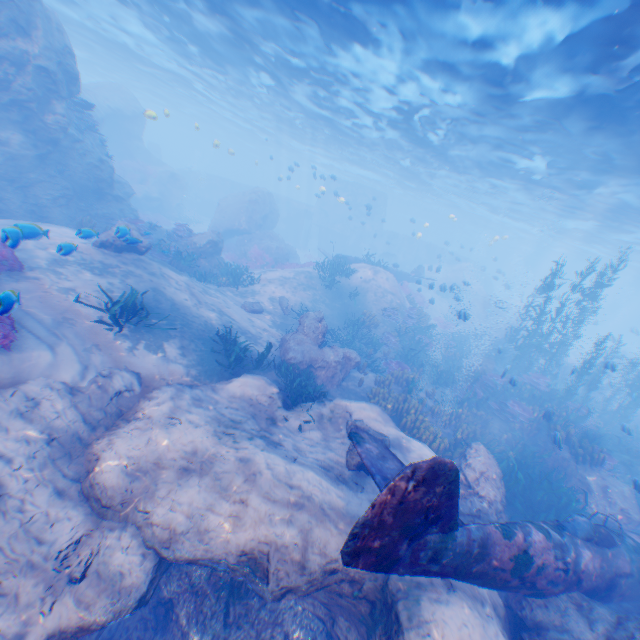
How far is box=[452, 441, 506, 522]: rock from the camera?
7.42m

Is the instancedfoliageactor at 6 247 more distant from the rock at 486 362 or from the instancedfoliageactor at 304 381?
the instancedfoliageactor at 304 381

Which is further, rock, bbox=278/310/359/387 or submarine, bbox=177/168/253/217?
submarine, bbox=177/168/253/217

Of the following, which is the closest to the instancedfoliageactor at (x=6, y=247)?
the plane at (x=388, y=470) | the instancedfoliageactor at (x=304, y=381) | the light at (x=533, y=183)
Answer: the plane at (x=388, y=470)

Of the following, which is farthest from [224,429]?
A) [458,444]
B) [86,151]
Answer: [86,151]

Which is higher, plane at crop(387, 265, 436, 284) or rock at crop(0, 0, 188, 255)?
A: plane at crop(387, 265, 436, 284)

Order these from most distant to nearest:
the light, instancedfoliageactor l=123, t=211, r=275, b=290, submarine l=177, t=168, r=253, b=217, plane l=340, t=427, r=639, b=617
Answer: submarine l=177, t=168, r=253, b=217
instancedfoliageactor l=123, t=211, r=275, b=290
the light
plane l=340, t=427, r=639, b=617

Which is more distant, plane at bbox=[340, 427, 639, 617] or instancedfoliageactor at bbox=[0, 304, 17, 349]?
instancedfoliageactor at bbox=[0, 304, 17, 349]
